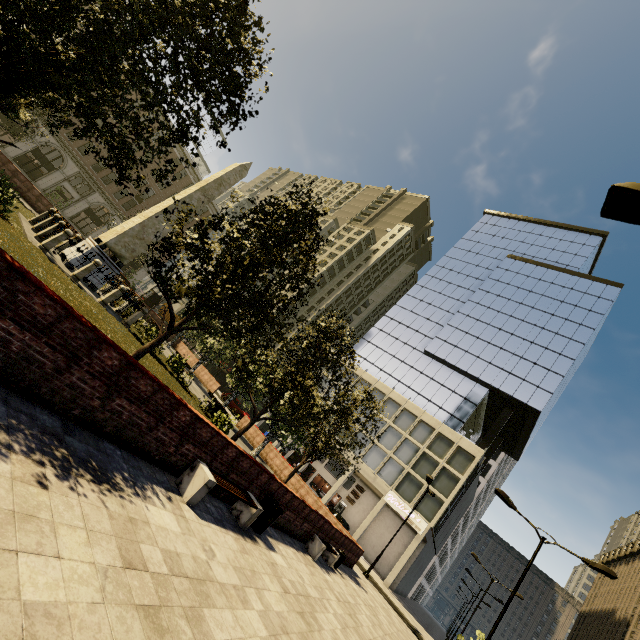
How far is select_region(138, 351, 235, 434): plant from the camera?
14.5 meters

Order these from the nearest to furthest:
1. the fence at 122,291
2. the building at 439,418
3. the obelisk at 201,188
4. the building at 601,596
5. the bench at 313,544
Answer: the bench at 313,544, the fence at 122,291, the obelisk at 201,188, the building at 439,418, the building at 601,596

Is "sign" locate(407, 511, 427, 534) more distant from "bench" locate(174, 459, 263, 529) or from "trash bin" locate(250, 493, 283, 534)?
"bench" locate(174, 459, 263, 529)

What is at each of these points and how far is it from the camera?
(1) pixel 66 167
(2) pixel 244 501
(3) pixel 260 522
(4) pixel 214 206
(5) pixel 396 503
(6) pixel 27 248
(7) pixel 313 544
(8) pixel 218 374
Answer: (1) building, 40.8 meters
(2) bench, 7.6 meters
(3) trash bin, 8.7 meters
(4) building, 54.8 meters
(5) sign, 34.6 meters
(6) plant, 11.3 meters
(7) bench, 12.6 meters
(8) building, 56.0 meters

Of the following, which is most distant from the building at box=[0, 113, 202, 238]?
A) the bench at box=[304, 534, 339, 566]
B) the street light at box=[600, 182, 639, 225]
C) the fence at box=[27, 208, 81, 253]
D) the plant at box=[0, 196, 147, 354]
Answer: the street light at box=[600, 182, 639, 225]

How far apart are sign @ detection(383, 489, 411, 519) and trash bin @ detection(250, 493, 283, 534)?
30.2 meters

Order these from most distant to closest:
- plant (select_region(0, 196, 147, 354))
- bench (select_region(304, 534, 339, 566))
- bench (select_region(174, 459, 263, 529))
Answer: bench (select_region(304, 534, 339, 566)), plant (select_region(0, 196, 147, 354)), bench (select_region(174, 459, 263, 529))

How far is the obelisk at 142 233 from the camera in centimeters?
1684cm
